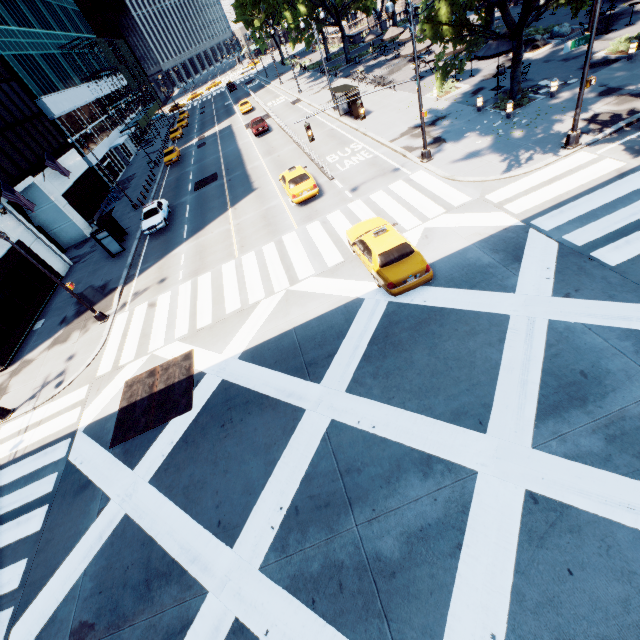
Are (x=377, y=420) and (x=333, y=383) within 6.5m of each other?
yes

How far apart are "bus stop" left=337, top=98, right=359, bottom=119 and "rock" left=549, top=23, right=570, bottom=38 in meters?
14.9 m

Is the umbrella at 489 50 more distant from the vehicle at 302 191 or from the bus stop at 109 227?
the bus stop at 109 227

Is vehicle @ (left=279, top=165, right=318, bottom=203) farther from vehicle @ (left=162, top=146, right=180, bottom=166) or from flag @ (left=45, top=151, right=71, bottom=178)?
vehicle @ (left=162, top=146, right=180, bottom=166)

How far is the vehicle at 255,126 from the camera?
35.1m

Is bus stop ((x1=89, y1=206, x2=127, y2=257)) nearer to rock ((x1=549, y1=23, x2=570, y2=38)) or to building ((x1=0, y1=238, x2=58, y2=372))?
building ((x1=0, y1=238, x2=58, y2=372))

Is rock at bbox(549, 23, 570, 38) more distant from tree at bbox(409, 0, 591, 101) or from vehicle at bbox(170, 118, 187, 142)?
vehicle at bbox(170, 118, 187, 142)

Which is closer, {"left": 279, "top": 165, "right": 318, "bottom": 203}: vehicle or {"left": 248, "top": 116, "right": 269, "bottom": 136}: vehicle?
{"left": 279, "top": 165, "right": 318, "bottom": 203}: vehicle
